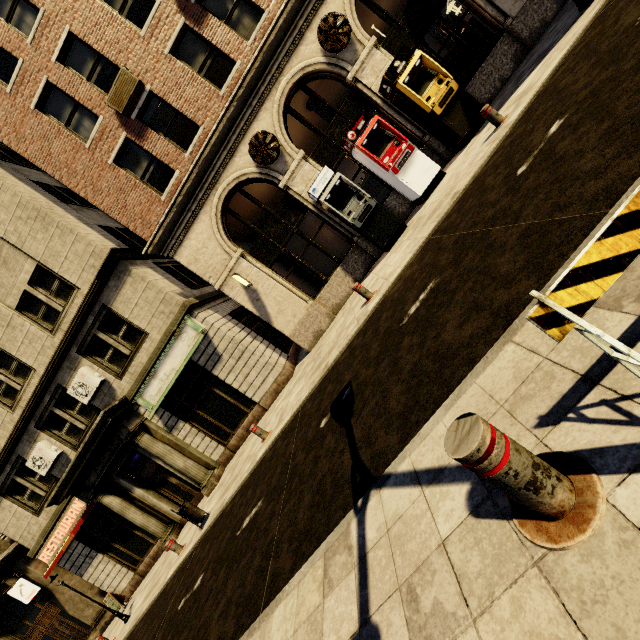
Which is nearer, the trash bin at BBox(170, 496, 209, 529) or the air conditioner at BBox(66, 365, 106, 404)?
the trash bin at BBox(170, 496, 209, 529)

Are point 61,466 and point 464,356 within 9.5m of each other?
no

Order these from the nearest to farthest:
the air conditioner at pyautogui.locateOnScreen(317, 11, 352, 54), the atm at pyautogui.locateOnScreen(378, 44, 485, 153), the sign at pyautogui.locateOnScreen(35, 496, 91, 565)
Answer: the atm at pyautogui.locateOnScreen(378, 44, 485, 153) → the air conditioner at pyautogui.locateOnScreen(317, 11, 352, 54) → the sign at pyautogui.locateOnScreen(35, 496, 91, 565)

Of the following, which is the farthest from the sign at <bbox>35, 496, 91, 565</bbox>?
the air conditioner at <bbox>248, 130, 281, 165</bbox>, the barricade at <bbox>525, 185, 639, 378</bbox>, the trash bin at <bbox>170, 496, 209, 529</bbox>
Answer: the barricade at <bbox>525, 185, 639, 378</bbox>

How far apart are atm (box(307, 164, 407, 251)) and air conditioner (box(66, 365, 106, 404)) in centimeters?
1049cm

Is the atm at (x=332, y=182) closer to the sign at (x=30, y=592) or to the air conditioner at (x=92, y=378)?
the air conditioner at (x=92, y=378)

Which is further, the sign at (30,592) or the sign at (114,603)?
the sign at (30,592)

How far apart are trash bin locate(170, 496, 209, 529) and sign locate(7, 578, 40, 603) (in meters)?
12.57
